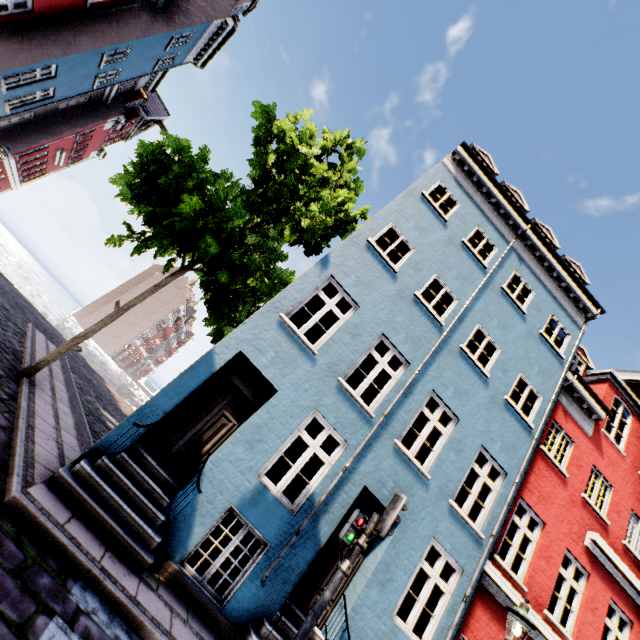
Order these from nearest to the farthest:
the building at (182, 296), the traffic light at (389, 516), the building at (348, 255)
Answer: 1. the traffic light at (389, 516)
2. the building at (348, 255)
3. the building at (182, 296)

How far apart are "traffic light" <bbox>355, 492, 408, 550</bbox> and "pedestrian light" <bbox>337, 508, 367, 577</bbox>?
0.10m

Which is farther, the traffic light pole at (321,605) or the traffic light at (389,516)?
the traffic light at (389,516)

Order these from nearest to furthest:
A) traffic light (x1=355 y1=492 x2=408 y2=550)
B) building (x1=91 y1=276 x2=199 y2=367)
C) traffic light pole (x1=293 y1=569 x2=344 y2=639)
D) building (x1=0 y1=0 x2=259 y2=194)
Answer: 1. traffic light pole (x1=293 y1=569 x2=344 y2=639)
2. traffic light (x1=355 y1=492 x2=408 y2=550)
3. building (x1=0 y1=0 x2=259 y2=194)
4. building (x1=91 y1=276 x2=199 y2=367)

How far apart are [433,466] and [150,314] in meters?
52.6 m

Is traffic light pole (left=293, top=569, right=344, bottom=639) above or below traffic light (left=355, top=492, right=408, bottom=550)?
below

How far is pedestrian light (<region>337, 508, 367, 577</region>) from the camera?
5.12m

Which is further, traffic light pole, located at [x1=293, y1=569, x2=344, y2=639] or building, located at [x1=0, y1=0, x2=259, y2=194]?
building, located at [x1=0, y1=0, x2=259, y2=194]
